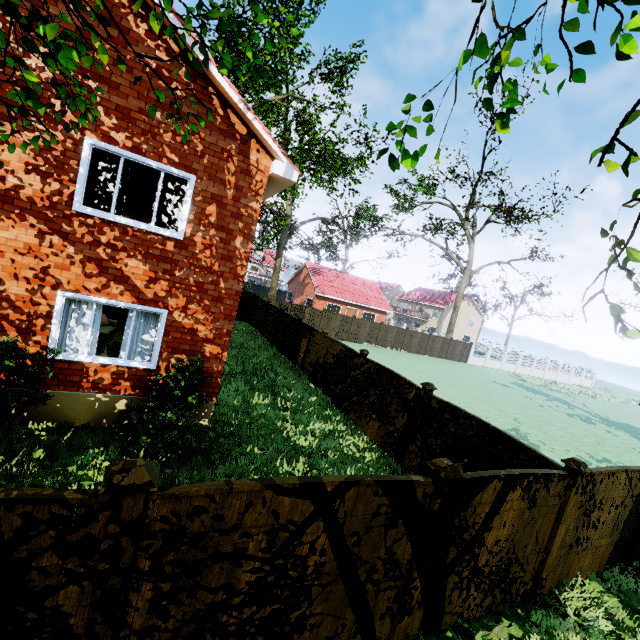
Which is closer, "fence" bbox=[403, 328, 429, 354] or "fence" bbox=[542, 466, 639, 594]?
"fence" bbox=[542, 466, 639, 594]

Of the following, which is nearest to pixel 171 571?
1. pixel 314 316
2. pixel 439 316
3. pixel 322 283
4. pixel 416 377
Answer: pixel 416 377

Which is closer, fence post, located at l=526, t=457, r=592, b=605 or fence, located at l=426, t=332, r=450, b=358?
fence post, located at l=526, t=457, r=592, b=605

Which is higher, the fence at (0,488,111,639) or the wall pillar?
the wall pillar

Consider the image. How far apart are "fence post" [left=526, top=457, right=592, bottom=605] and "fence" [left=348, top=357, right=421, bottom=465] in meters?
3.4 m

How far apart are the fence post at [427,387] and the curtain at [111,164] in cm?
797

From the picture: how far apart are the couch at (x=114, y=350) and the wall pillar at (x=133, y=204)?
3.2 meters

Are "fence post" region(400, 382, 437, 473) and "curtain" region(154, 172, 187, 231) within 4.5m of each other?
no
